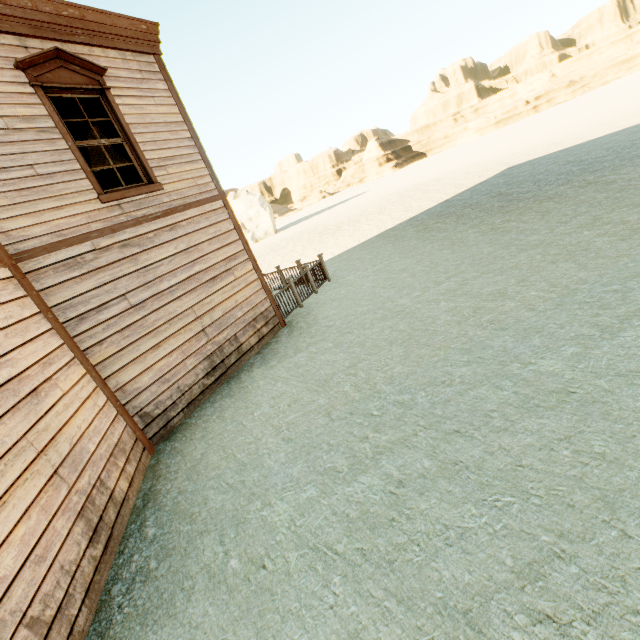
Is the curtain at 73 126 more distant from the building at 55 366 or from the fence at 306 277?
the fence at 306 277

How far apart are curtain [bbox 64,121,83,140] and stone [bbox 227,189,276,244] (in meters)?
38.12

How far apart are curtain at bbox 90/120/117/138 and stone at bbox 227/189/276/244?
37.5m

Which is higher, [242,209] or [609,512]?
[242,209]

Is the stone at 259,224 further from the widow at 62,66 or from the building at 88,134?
the widow at 62,66

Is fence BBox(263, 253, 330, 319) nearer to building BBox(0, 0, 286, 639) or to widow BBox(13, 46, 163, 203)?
building BBox(0, 0, 286, 639)

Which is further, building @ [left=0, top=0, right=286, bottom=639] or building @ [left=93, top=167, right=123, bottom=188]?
building @ [left=93, top=167, right=123, bottom=188]

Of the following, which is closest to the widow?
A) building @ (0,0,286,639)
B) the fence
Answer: building @ (0,0,286,639)
